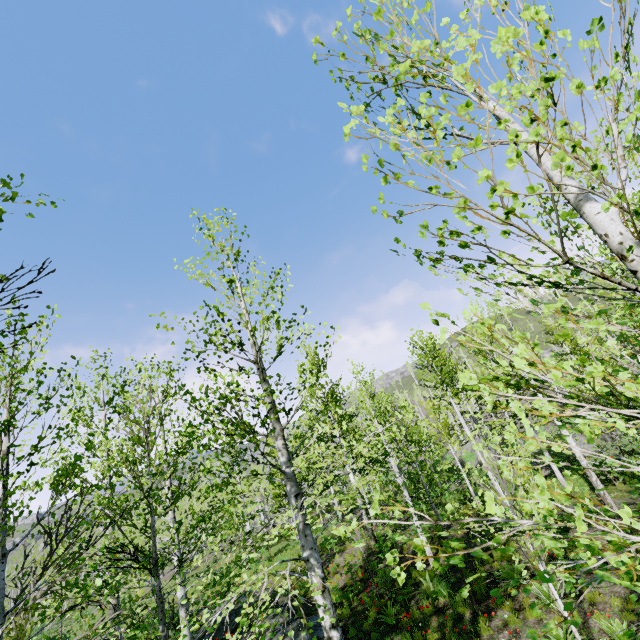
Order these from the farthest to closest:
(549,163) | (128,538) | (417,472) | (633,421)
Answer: (128,538) → (417,472) → (549,163) → (633,421)
